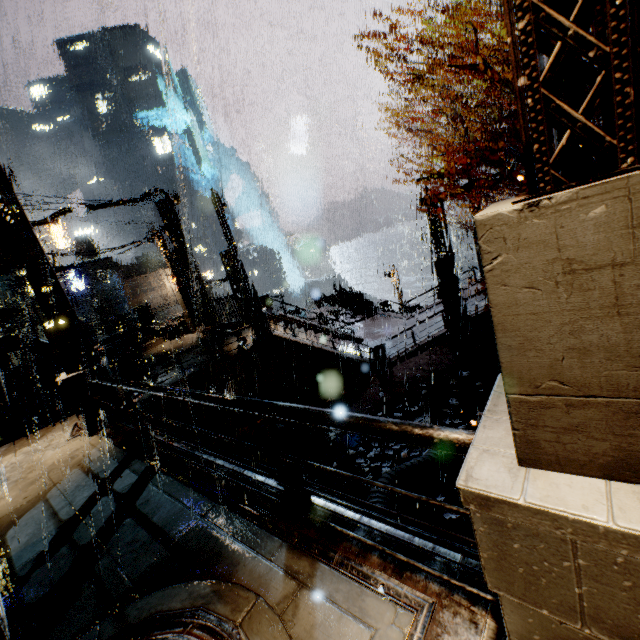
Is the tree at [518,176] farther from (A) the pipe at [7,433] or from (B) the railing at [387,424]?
(A) the pipe at [7,433]

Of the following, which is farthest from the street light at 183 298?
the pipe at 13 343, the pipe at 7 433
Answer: the pipe at 7 433

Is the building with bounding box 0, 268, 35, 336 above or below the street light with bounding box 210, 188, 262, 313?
above

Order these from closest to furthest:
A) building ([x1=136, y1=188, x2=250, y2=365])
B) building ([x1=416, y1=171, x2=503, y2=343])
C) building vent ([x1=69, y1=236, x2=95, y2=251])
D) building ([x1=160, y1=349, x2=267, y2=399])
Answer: building ([x1=160, y1=349, x2=267, y2=399]) < building ([x1=416, y1=171, x2=503, y2=343]) < building ([x1=136, y1=188, x2=250, y2=365]) < building vent ([x1=69, y1=236, x2=95, y2=251])

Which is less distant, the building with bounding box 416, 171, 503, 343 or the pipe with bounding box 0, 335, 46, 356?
the building with bounding box 416, 171, 503, 343

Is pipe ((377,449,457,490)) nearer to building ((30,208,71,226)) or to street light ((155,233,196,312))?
building ((30,208,71,226))

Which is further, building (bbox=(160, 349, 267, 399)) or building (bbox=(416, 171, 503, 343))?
building (bbox=(416, 171, 503, 343))

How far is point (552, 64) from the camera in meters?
1.1
